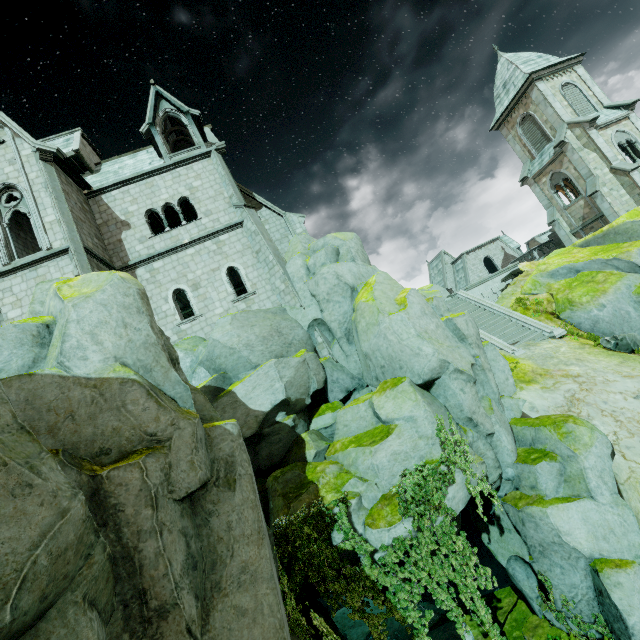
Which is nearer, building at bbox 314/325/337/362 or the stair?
building at bbox 314/325/337/362

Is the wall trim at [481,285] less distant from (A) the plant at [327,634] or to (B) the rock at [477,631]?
(B) the rock at [477,631]

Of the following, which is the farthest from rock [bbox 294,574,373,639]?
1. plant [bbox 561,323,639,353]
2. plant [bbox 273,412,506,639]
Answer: plant [bbox 561,323,639,353]

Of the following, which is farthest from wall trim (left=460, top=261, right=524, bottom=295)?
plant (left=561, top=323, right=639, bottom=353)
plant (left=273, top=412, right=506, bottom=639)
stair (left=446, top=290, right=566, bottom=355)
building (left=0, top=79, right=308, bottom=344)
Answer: plant (left=273, top=412, right=506, bottom=639)

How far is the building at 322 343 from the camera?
16.1m

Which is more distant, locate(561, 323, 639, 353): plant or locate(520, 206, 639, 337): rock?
locate(520, 206, 639, 337): rock

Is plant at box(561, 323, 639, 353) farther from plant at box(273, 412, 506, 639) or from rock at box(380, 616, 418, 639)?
plant at box(273, 412, 506, 639)

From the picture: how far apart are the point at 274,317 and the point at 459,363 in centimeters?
872cm
